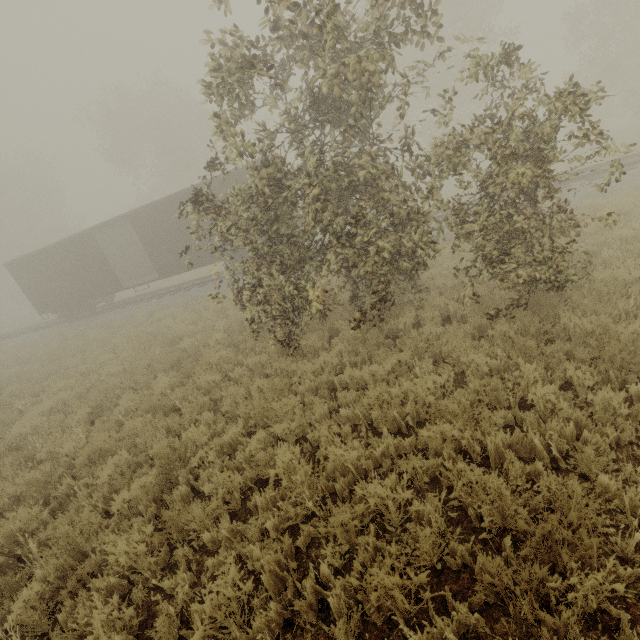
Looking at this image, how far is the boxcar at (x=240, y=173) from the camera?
14.4m

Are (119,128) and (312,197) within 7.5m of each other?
no

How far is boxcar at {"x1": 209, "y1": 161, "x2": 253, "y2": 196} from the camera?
14.38m

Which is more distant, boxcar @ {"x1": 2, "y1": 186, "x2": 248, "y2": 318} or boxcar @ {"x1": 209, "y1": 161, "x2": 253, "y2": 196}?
boxcar @ {"x1": 2, "y1": 186, "x2": 248, "y2": 318}

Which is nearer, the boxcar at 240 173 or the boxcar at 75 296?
the boxcar at 240 173
